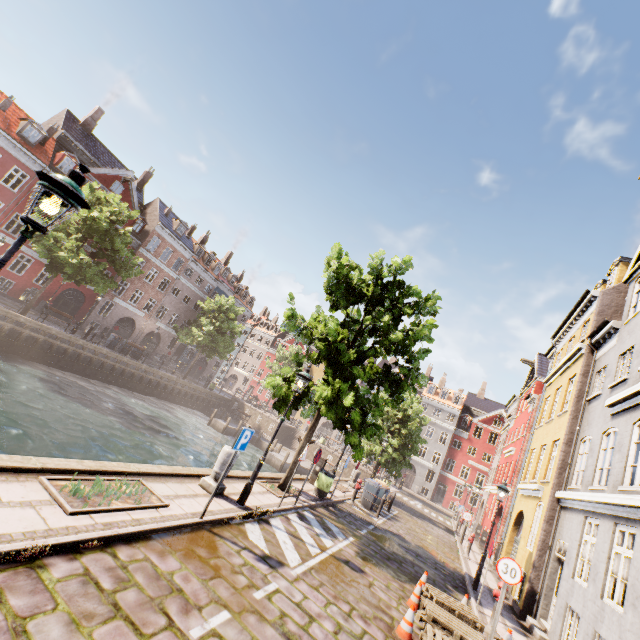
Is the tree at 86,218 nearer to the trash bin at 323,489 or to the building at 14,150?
the trash bin at 323,489

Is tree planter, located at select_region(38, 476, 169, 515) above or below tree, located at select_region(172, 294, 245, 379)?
below

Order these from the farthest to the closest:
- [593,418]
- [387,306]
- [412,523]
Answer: [412,523]
[387,306]
[593,418]

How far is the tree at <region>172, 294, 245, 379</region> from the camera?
34.56m

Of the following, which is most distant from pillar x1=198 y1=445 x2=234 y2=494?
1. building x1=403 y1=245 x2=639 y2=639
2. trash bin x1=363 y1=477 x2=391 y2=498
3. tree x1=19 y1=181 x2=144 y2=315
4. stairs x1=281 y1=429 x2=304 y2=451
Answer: stairs x1=281 y1=429 x2=304 y2=451

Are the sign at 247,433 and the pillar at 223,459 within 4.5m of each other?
yes

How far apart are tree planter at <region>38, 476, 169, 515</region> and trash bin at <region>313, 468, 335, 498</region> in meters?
8.5

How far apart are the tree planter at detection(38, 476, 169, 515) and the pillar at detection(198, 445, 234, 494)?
1.8m
